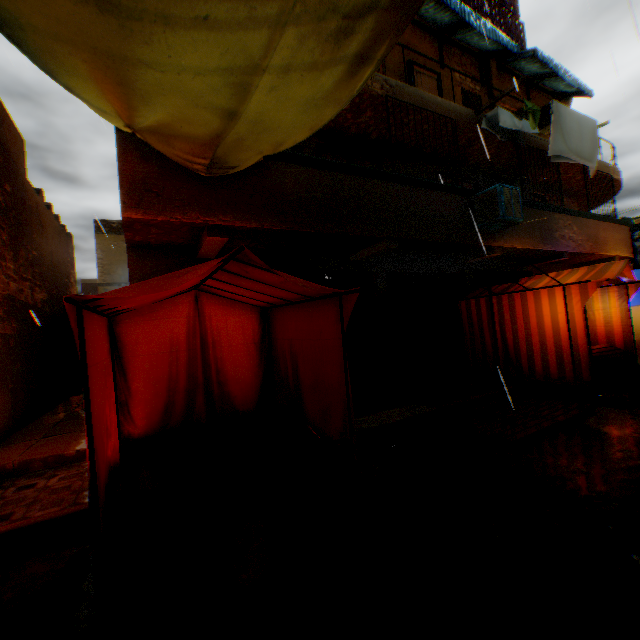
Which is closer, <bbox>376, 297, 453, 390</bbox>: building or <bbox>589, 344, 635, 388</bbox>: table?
<bbox>589, 344, 635, 388</bbox>: table

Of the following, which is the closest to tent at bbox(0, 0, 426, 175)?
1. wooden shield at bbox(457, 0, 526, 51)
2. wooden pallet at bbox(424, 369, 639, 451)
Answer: wooden pallet at bbox(424, 369, 639, 451)

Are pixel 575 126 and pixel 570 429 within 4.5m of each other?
no

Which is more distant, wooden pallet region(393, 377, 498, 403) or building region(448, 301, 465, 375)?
building region(448, 301, 465, 375)

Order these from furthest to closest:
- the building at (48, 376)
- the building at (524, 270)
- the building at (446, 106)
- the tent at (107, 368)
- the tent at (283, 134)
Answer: the building at (524, 270) → the building at (48, 376) → the building at (446, 106) → the tent at (107, 368) → the tent at (283, 134)

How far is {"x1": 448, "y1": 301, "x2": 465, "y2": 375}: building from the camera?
9.4 meters

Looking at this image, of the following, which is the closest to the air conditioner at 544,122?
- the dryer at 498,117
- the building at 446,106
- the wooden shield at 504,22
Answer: the building at 446,106

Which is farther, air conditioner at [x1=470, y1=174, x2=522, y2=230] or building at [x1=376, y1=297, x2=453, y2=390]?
building at [x1=376, y1=297, x2=453, y2=390]
